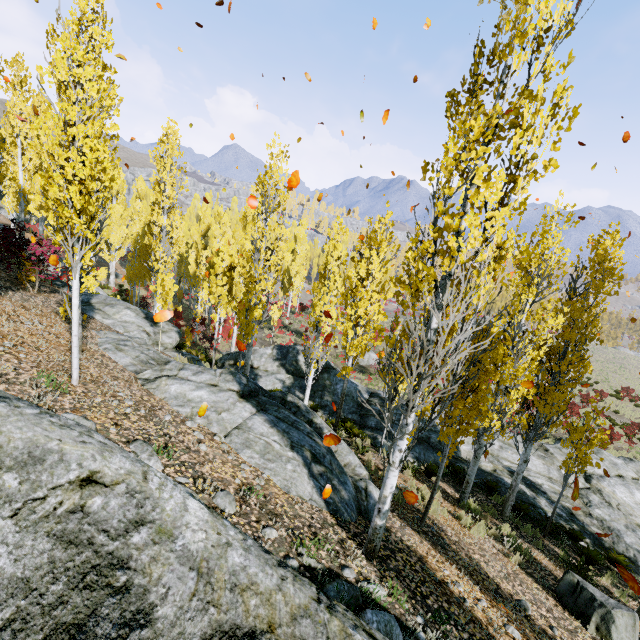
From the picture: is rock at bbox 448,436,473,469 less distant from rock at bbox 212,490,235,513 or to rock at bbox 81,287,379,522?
rock at bbox 81,287,379,522

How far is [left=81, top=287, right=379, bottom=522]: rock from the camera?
6.38m

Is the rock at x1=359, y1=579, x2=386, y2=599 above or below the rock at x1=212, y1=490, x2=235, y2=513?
below

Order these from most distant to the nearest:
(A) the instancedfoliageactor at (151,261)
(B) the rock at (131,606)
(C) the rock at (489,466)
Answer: (C) the rock at (489,466), (A) the instancedfoliageactor at (151,261), (B) the rock at (131,606)

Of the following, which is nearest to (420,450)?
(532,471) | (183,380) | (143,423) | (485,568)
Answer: (532,471)

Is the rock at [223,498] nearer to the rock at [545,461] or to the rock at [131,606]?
the rock at [131,606]

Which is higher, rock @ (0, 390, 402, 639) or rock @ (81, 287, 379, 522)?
rock @ (0, 390, 402, 639)

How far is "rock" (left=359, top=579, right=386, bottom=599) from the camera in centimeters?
412cm
